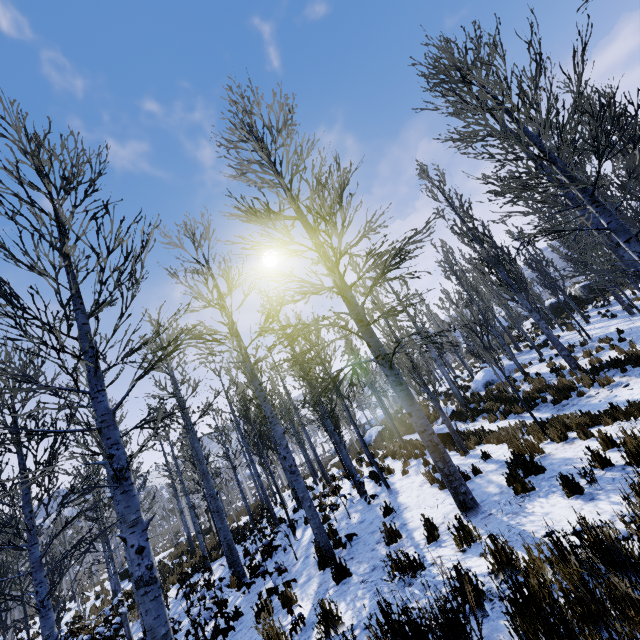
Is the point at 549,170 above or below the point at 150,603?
above

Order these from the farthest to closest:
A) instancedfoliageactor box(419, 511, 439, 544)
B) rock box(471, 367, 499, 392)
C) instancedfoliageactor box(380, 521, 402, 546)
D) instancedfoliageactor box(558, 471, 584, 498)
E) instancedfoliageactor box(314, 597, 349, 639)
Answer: rock box(471, 367, 499, 392), instancedfoliageactor box(380, 521, 402, 546), instancedfoliageactor box(419, 511, 439, 544), instancedfoliageactor box(558, 471, 584, 498), instancedfoliageactor box(314, 597, 349, 639)

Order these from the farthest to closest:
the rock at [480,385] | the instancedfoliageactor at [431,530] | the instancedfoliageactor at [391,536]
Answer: the rock at [480,385]
the instancedfoliageactor at [391,536]
the instancedfoliageactor at [431,530]

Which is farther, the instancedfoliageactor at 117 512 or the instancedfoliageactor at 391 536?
the instancedfoliageactor at 391 536

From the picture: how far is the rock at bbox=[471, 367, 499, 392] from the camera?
19.5 meters

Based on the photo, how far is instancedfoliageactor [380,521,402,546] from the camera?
6.1 meters
